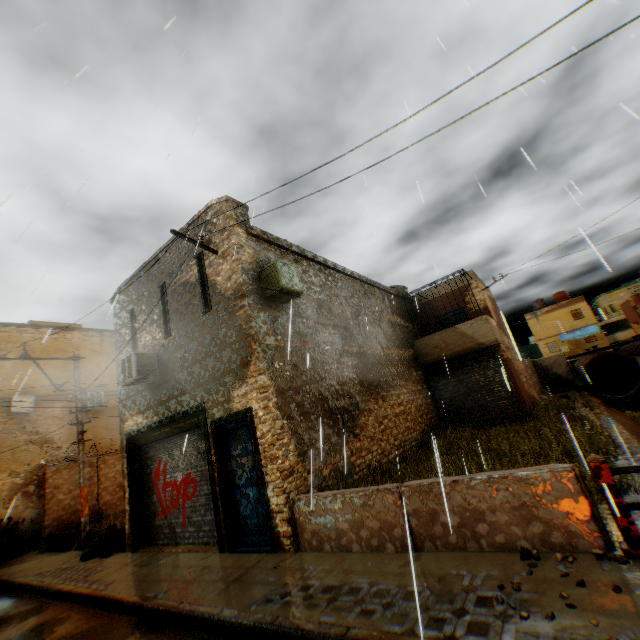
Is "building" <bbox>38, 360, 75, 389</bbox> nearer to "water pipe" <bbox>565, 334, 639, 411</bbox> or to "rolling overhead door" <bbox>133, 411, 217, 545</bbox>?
"rolling overhead door" <bbox>133, 411, 217, 545</bbox>

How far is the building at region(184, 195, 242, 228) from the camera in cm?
857

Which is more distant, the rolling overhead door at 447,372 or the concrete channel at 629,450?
the rolling overhead door at 447,372

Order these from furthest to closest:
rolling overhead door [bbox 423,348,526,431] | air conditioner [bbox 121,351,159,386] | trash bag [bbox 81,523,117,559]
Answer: rolling overhead door [bbox 423,348,526,431] < trash bag [bbox 81,523,117,559] < air conditioner [bbox 121,351,159,386]

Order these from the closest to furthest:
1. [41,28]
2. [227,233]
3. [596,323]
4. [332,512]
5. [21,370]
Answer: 1. [332,512]
2. [227,233]
3. [41,28]
4. [21,370]
5. [596,323]

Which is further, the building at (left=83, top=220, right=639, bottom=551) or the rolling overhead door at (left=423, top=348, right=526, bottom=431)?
the rolling overhead door at (left=423, top=348, right=526, bottom=431)

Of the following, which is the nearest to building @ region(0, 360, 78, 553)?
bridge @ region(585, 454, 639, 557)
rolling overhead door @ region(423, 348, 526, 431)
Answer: rolling overhead door @ region(423, 348, 526, 431)

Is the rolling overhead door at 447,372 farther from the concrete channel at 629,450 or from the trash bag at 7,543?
the trash bag at 7,543
